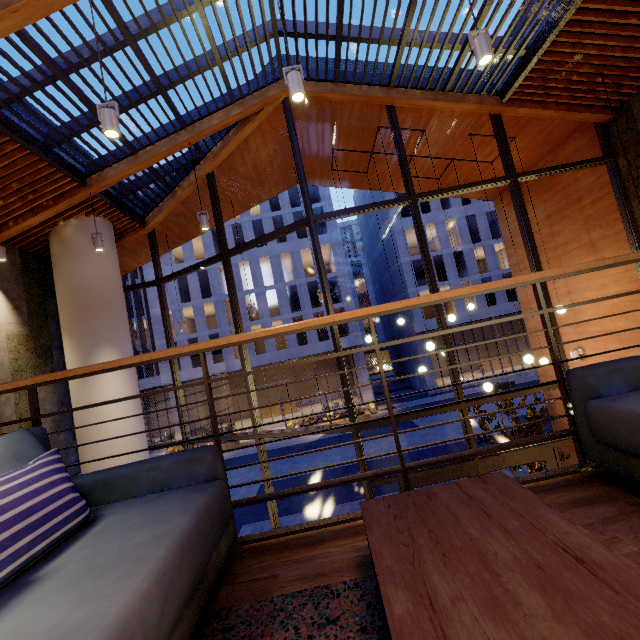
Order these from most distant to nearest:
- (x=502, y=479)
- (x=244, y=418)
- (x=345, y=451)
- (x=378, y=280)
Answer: (x=378, y=280) < (x=244, y=418) < (x=345, y=451) < (x=502, y=479)

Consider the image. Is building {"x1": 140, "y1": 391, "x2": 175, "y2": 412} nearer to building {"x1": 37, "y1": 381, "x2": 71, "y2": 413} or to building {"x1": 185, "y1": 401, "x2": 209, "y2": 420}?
building {"x1": 185, "y1": 401, "x2": 209, "y2": 420}

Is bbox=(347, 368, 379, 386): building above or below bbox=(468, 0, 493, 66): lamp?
below

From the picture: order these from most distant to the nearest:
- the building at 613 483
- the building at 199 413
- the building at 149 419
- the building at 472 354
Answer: the building at 199 413
the building at 149 419
the building at 472 354
the building at 613 483

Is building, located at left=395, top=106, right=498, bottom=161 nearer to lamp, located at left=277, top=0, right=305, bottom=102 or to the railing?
the railing

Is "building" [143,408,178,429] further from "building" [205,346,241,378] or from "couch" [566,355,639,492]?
"couch" [566,355,639,492]

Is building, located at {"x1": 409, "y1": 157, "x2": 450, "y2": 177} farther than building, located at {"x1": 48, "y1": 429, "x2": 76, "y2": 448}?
Yes

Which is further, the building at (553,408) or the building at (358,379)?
the building at (358,379)
